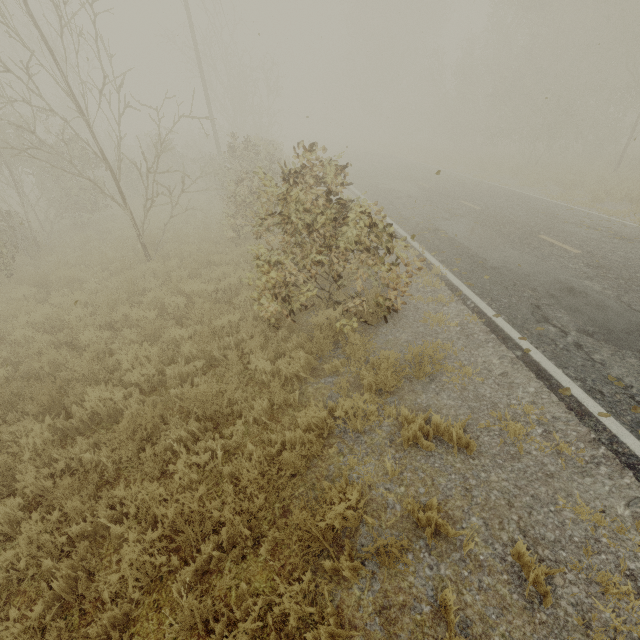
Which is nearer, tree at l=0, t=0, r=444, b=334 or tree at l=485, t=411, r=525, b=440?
tree at l=485, t=411, r=525, b=440

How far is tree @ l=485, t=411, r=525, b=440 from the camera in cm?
417

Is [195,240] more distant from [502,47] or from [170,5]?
[502,47]

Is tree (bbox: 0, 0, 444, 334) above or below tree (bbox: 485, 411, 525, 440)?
above

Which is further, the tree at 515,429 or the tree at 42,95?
the tree at 42,95

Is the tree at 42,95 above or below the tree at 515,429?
above
